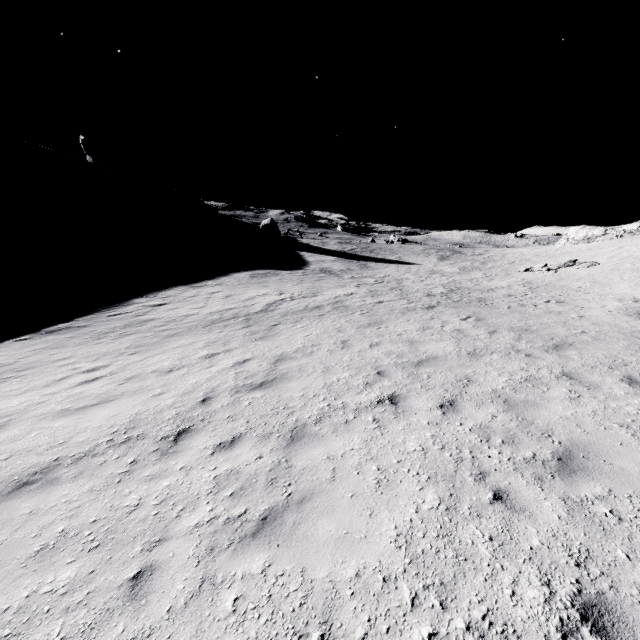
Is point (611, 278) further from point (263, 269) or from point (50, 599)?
point (50, 599)
